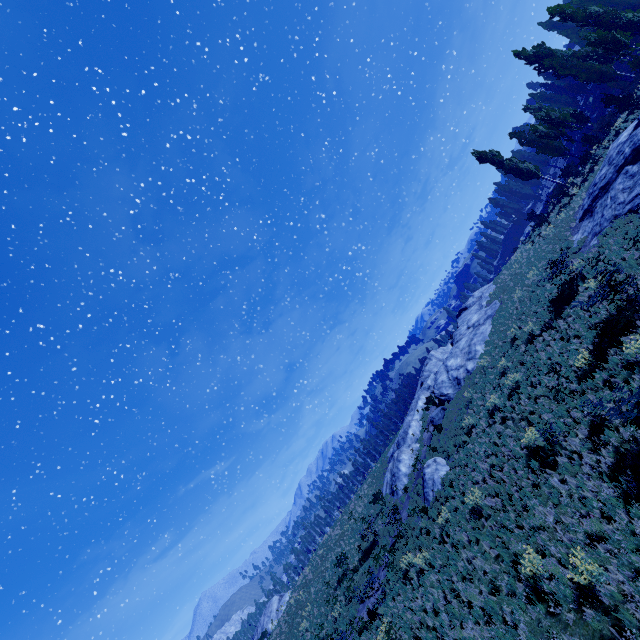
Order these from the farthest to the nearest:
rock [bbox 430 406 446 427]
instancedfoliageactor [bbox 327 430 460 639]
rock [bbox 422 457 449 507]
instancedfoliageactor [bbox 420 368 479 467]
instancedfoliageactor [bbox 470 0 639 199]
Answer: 1. rock [bbox 430 406 446 427]
2. instancedfoliageactor [bbox 470 0 639 199]
3. instancedfoliageactor [bbox 420 368 479 467]
4. rock [bbox 422 457 449 507]
5. instancedfoliageactor [bbox 327 430 460 639]

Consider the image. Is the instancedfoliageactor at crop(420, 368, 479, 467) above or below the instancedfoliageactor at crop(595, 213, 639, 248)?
above

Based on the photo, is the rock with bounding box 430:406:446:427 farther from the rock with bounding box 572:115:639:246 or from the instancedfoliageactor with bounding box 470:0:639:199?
the instancedfoliageactor with bounding box 470:0:639:199

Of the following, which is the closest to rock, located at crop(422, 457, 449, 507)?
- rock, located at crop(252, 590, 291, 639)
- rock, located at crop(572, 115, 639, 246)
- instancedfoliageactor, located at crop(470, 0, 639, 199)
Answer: rock, located at crop(572, 115, 639, 246)

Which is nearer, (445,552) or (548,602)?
(548,602)

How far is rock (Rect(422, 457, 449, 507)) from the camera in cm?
1889

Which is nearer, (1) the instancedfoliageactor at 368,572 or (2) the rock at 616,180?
(1) the instancedfoliageactor at 368,572

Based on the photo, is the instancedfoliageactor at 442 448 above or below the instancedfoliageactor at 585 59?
below
